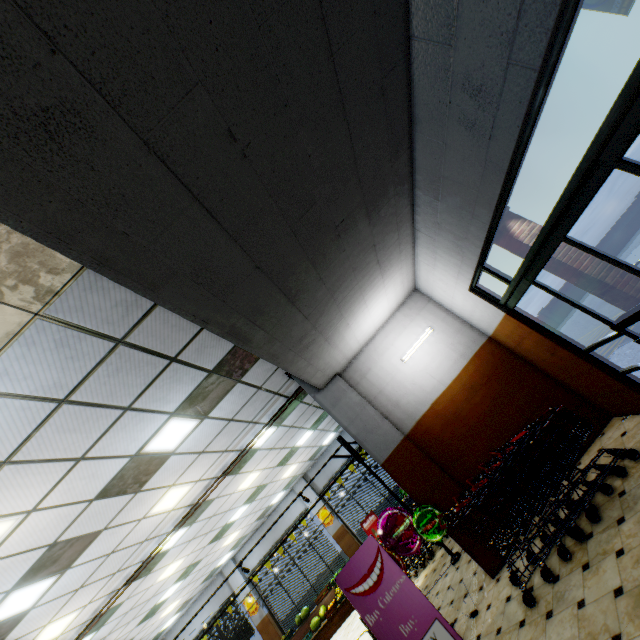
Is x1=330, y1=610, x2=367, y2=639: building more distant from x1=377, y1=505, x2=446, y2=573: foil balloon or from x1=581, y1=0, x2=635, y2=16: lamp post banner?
x1=581, y1=0, x2=635, y2=16: lamp post banner

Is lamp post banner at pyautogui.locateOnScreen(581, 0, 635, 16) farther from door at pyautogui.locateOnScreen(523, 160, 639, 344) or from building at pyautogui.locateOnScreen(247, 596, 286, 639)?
door at pyautogui.locateOnScreen(523, 160, 639, 344)

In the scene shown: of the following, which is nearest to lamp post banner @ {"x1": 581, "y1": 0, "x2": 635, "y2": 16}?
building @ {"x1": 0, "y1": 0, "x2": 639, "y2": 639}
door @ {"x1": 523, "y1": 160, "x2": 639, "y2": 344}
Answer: building @ {"x1": 0, "y1": 0, "x2": 639, "y2": 639}

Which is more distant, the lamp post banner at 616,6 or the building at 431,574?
the lamp post banner at 616,6

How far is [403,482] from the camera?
5.6m

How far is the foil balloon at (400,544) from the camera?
4.9 meters
